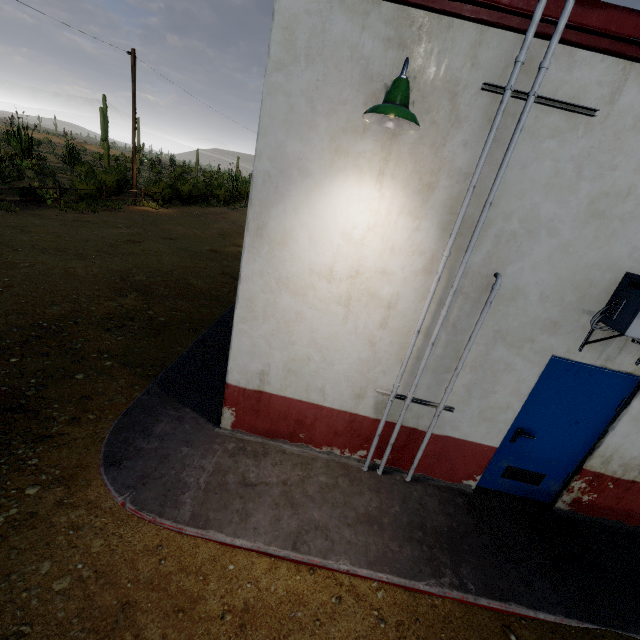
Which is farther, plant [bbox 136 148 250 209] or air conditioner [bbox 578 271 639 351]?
plant [bbox 136 148 250 209]

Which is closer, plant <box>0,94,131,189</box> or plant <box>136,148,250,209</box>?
plant <box>0,94,131,189</box>

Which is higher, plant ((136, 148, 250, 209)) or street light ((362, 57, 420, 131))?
street light ((362, 57, 420, 131))

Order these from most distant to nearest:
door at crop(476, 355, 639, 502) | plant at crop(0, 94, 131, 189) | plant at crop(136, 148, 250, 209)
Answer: plant at crop(136, 148, 250, 209) → plant at crop(0, 94, 131, 189) → door at crop(476, 355, 639, 502)

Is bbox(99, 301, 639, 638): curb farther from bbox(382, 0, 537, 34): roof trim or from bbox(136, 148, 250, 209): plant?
bbox(136, 148, 250, 209): plant

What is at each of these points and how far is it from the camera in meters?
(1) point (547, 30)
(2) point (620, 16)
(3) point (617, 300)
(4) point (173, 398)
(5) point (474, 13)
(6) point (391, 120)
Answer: (1) roof trim, 2.5
(2) roof trim, 2.4
(3) air conditioner, 3.2
(4) curb, 4.8
(5) roof trim, 2.5
(6) street light, 2.6

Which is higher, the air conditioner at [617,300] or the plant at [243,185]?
the air conditioner at [617,300]

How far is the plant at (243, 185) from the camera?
20.5m
